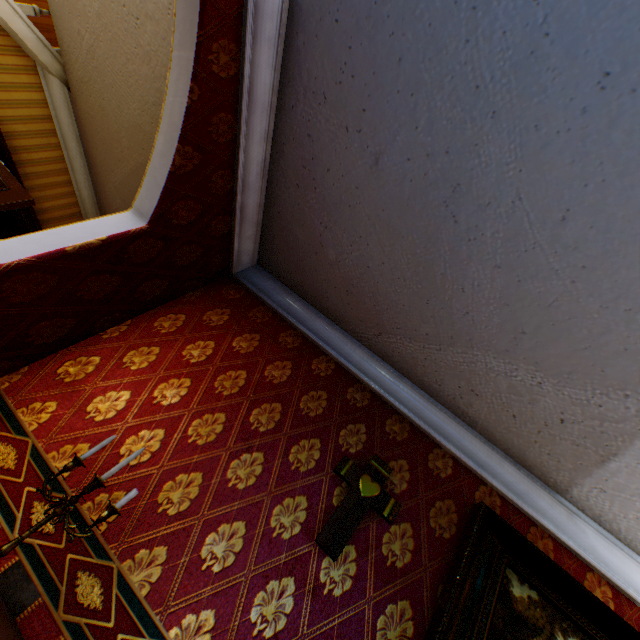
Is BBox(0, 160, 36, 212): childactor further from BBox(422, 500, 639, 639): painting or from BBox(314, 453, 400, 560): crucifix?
BBox(422, 500, 639, 639): painting

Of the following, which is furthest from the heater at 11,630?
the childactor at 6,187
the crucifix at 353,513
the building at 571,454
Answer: the childactor at 6,187

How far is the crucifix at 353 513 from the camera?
1.7 meters

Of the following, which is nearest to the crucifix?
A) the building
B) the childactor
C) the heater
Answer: the building

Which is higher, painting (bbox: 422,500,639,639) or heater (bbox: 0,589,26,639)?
painting (bbox: 422,500,639,639)

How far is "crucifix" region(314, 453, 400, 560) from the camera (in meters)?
1.72

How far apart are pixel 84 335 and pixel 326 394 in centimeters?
173cm
